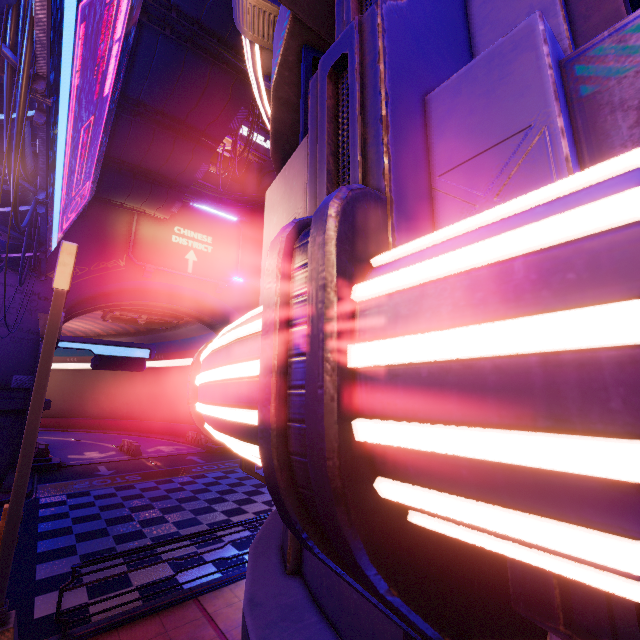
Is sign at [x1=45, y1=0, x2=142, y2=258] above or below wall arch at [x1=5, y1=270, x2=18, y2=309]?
above

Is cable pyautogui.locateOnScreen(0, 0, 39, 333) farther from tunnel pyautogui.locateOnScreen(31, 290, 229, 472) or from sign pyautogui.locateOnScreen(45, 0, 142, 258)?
tunnel pyautogui.locateOnScreen(31, 290, 229, 472)

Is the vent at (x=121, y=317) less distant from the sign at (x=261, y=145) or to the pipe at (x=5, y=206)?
the pipe at (x=5, y=206)

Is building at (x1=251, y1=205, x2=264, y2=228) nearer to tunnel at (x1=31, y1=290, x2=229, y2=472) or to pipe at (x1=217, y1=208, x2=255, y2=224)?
pipe at (x1=217, y1=208, x2=255, y2=224)

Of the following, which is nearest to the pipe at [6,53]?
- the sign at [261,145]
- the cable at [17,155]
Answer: the cable at [17,155]

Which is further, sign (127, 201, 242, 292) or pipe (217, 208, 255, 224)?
pipe (217, 208, 255, 224)

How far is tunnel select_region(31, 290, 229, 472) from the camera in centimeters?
2388cm

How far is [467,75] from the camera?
1.1m
